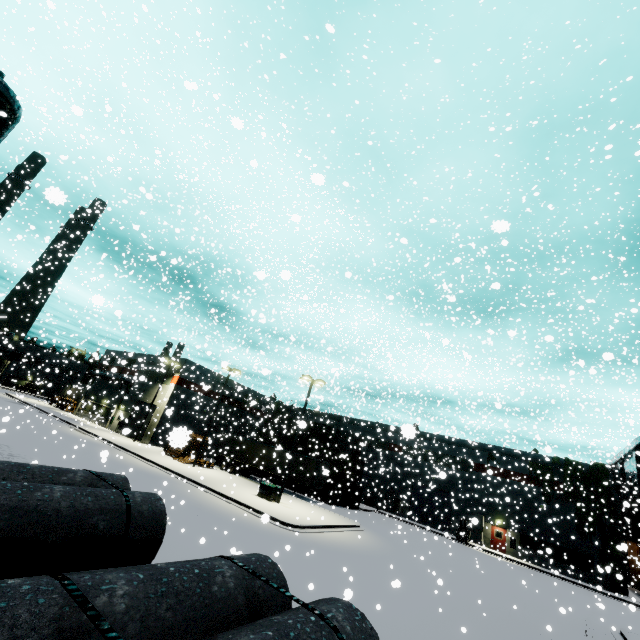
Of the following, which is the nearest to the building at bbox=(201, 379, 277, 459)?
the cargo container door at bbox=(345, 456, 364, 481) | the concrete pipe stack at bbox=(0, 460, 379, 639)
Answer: the concrete pipe stack at bbox=(0, 460, 379, 639)

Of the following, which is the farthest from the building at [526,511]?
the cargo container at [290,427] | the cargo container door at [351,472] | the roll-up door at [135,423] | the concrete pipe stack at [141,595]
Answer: the cargo container door at [351,472]

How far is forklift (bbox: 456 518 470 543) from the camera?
34.34m

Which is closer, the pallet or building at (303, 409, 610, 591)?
the pallet

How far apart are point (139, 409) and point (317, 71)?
43.6m

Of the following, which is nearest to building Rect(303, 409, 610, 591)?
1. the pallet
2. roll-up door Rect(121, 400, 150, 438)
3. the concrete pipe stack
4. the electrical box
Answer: roll-up door Rect(121, 400, 150, 438)

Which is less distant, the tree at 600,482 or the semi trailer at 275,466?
the tree at 600,482

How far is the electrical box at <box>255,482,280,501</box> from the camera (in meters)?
24.39
